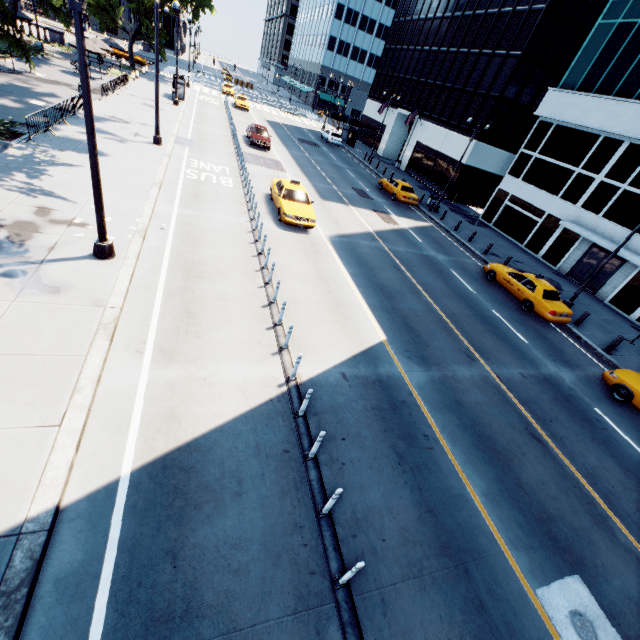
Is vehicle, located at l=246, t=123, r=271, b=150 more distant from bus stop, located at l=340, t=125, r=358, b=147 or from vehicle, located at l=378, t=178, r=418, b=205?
bus stop, located at l=340, t=125, r=358, b=147

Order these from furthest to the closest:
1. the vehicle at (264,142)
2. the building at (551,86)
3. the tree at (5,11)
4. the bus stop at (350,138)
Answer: the bus stop at (350,138) < the vehicle at (264,142) < the building at (551,86) < the tree at (5,11)

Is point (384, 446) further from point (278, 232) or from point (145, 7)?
point (145, 7)

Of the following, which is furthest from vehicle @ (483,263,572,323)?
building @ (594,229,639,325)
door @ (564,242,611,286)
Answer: door @ (564,242,611,286)

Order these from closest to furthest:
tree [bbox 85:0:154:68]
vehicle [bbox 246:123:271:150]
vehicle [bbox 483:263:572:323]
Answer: vehicle [bbox 483:263:572:323] < vehicle [bbox 246:123:271:150] < tree [bbox 85:0:154:68]

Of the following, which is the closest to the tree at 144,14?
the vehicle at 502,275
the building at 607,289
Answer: the vehicle at 502,275

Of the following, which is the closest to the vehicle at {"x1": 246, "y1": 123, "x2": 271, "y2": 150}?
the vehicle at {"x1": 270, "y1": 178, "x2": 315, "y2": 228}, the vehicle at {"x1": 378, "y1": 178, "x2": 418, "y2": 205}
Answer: the vehicle at {"x1": 378, "y1": 178, "x2": 418, "y2": 205}

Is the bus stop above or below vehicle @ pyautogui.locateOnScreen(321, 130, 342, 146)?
above
